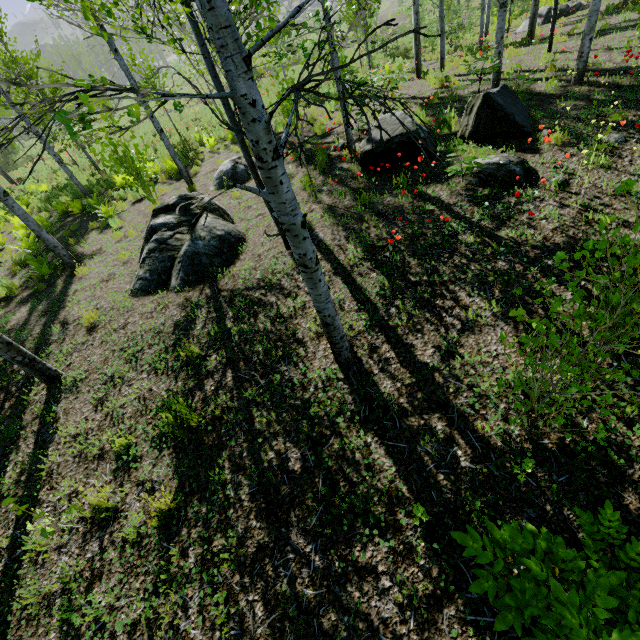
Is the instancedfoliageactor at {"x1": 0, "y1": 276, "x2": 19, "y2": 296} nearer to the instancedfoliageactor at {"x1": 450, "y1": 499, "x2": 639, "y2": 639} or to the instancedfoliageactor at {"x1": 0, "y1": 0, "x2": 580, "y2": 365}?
the instancedfoliageactor at {"x1": 0, "y1": 0, "x2": 580, "y2": 365}

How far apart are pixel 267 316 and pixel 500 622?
4.1m

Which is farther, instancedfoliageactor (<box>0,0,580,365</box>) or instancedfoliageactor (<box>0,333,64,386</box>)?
instancedfoliageactor (<box>0,333,64,386</box>)

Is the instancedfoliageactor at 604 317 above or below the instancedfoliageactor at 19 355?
above

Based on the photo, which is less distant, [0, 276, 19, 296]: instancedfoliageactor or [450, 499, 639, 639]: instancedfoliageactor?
[450, 499, 639, 639]: instancedfoliageactor

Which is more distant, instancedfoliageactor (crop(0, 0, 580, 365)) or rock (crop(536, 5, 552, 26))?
rock (crop(536, 5, 552, 26))

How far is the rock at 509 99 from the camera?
6.26m

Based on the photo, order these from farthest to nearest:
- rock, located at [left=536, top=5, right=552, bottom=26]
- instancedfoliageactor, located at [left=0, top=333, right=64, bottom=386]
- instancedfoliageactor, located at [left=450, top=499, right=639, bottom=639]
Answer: rock, located at [left=536, top=5, right=552, bottom=26] → instancedfoliageactor, located at [left=0, top=333, right=64, bottom=386] → instancedfoliageactor, located at [left=450, top=499, right=639, bottom=639]
